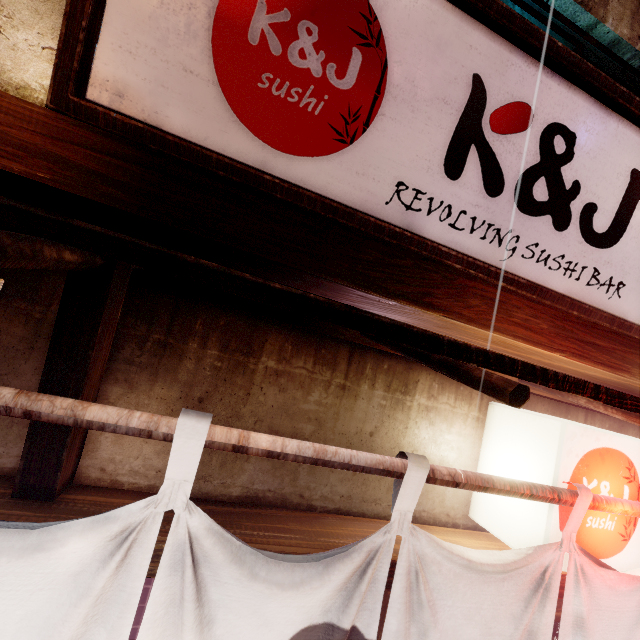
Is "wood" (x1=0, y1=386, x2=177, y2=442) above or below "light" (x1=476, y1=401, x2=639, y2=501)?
below

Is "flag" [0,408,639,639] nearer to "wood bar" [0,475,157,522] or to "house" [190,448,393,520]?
"wood bar" [0,475,157,522]

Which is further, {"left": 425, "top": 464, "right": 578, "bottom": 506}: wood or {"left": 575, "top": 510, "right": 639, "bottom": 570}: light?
{"left": 575, "top": 510, "right": 639, "bottom": 570}: light

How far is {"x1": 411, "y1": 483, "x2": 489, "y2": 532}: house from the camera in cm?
330

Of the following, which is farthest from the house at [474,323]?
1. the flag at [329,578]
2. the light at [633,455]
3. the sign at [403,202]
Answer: the flag at [329,578]

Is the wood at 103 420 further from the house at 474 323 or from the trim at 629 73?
the trim at 629 73

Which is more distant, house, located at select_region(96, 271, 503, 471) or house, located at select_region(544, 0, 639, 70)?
house, located at select_region(544, 0, 639, 70)

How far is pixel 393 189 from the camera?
3.0m
